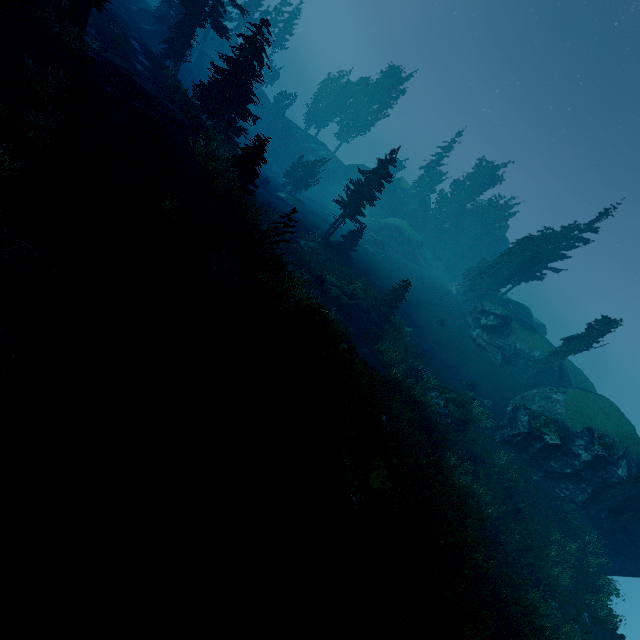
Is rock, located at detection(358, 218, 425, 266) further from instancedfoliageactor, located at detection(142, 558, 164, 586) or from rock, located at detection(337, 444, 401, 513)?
rock, located at detection(337, 444, 401, 513)

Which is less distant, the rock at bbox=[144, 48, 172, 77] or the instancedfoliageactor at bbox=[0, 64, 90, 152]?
the instancedfoliageactor at bbox=[0, 64, 90, 152]

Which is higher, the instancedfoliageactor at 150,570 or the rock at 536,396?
the rock at 536,396

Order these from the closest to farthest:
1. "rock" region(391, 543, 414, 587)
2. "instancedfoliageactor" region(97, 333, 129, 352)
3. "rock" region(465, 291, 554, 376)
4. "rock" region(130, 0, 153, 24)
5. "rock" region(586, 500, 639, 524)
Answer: "instancedfoliageactor" region(97, 333, 129, 352) → "rock" region(391, 543, 414, 587) → "rock" region(586, 500, 639, 524) → "rock" region(130, 0, 153, 24) → "rock" region(465, 291, 554, 376)

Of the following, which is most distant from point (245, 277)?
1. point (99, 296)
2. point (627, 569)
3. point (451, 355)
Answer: point (627, 569)

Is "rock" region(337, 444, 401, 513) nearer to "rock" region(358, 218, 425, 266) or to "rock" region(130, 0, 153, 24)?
"rock" region(358, 218, 425, 266)

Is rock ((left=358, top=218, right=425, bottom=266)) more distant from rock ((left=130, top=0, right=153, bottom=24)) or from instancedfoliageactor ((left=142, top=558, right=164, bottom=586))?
rock ((left=130, top=0, right=153, bottom=24))

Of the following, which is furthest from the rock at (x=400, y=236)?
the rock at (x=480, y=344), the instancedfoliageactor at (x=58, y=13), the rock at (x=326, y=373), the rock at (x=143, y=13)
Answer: the rock at (x=326, y=373)
